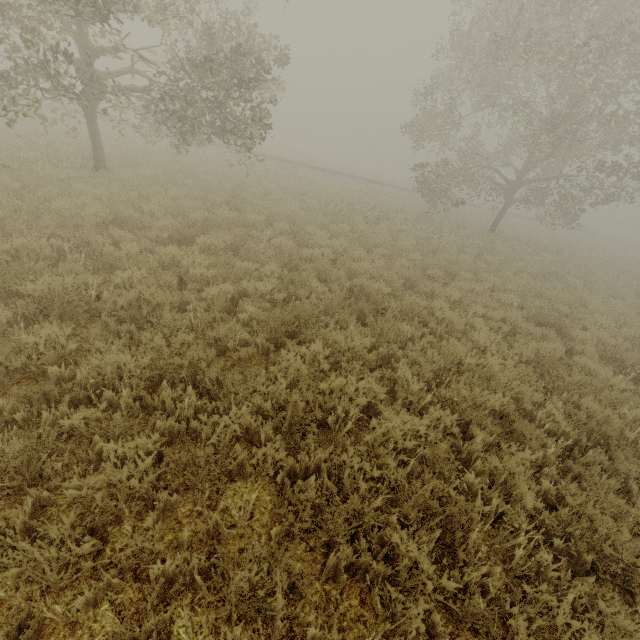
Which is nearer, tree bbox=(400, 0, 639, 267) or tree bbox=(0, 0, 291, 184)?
tree bbox=(0, 0, 291, 184)

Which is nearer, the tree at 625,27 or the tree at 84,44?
the tree at 84,44

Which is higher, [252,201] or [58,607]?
[252,201]
